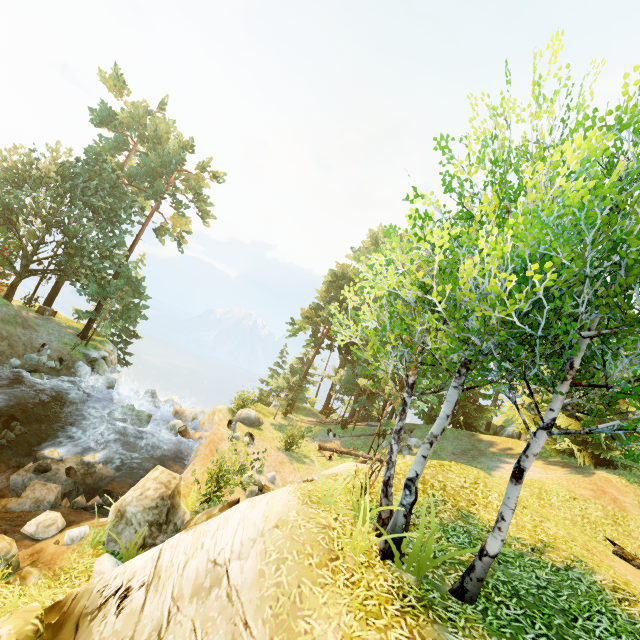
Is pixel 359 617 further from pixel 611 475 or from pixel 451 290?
pixel 611 475

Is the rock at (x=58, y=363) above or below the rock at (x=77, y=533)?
below

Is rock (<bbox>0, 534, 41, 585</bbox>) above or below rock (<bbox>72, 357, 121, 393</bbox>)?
above

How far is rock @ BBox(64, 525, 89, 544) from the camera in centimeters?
976cm

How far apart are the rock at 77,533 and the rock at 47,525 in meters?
0.5

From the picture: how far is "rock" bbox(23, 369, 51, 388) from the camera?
20.42m

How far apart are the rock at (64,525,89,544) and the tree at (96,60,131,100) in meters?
37.3

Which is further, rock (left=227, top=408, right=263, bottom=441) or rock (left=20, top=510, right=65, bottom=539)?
rock (left=227, top=408, right=263, bottom=441)
